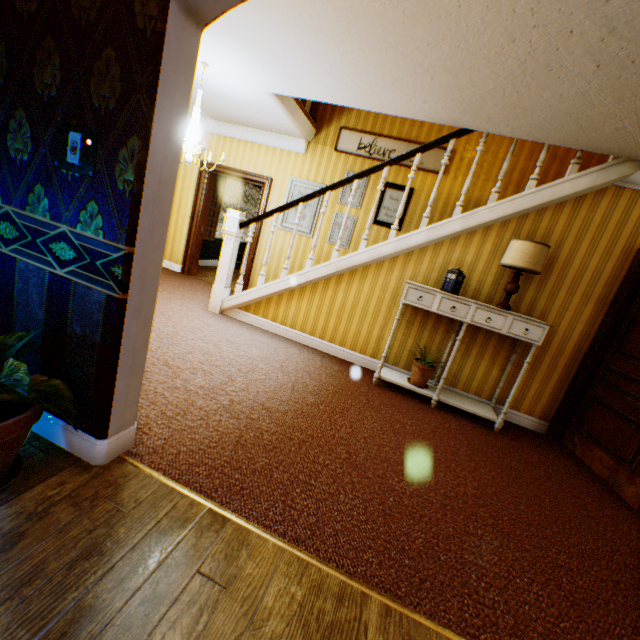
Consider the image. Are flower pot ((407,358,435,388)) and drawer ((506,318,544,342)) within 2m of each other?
yes

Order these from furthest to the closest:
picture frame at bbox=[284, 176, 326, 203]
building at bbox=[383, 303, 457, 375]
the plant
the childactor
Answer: picture frame at bbox=[284, 176, 326, 203], building at bbox=[383, 303, 457, 375], the childactor, the plant

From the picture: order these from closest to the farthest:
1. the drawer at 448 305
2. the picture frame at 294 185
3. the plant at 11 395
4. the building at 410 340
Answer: the plant at 11 395 → the drawer at 448 305 → the building at 410 340 → the picture frame at 294 185

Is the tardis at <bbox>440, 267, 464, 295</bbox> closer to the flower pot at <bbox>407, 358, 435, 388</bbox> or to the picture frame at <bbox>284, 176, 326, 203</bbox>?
the flower pot at <bbox>407, 358, 435, 388</bbox>

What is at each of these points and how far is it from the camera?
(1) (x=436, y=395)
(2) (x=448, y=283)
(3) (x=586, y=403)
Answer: (1) cabinet, 3.9 meters
(2) tardis, 3.9 meters
(3) childactor, 3.8 meters

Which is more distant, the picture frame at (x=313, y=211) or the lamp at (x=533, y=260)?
the picture frame at (x=313, y=211)

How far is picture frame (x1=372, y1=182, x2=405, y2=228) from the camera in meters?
5.7 m

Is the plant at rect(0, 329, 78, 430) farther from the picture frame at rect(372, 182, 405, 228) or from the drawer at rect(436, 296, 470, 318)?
the picture frame at rect(372, 182, 405, 228)
